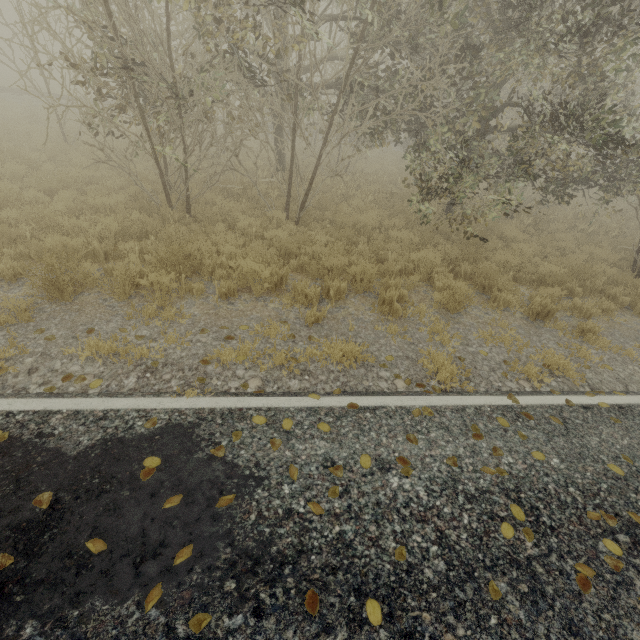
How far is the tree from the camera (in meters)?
2.53

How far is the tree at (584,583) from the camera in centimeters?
253cm

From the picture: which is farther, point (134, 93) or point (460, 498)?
point (134, 93)
